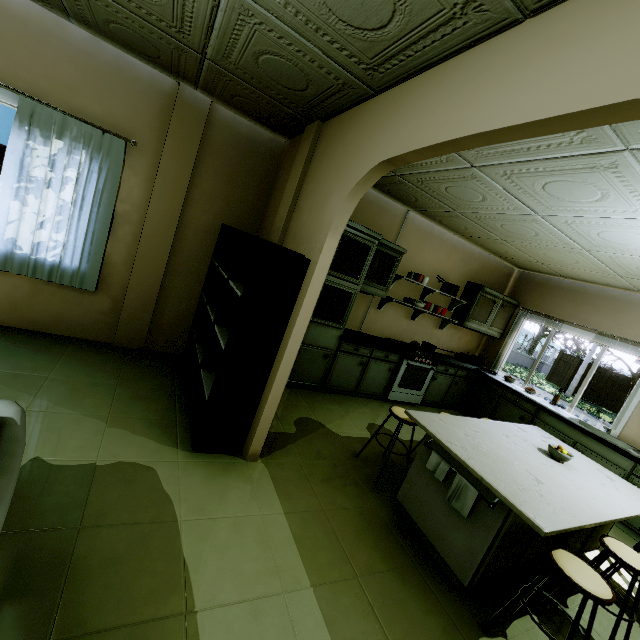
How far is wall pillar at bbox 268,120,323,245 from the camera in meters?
2.8 m

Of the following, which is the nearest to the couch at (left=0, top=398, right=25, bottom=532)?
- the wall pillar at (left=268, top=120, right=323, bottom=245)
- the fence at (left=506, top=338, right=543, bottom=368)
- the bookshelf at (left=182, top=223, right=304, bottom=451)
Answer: the bookshelf at (left=182, top=223, right=304, bottom=451)

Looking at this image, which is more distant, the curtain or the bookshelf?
the curtain

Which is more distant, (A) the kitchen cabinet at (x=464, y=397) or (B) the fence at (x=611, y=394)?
(B) the fence at (x=611, y=394)

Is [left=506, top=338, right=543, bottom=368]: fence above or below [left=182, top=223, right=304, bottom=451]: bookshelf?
below

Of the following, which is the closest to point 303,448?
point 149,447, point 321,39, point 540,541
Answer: point 149,447

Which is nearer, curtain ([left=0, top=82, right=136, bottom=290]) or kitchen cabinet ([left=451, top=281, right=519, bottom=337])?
curtain ([left=0, top=82, right=136, bottom=290])

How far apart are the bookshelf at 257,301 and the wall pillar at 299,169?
0.1 meters
